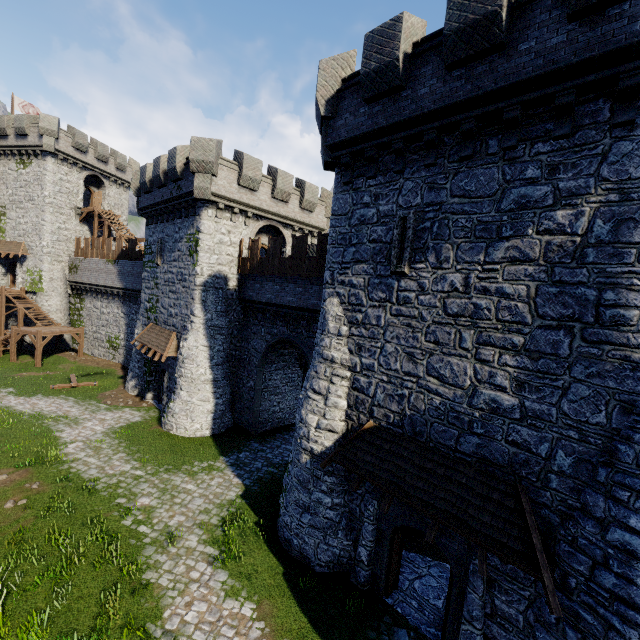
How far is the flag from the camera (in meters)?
34.91

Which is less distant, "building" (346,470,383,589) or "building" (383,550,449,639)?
"building" (383,550,449,639)

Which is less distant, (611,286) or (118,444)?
(611,286)

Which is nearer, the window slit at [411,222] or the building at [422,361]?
the building at [422,361]

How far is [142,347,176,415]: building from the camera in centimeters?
2120cm

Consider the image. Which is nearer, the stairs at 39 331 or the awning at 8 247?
the stairs at 39 331

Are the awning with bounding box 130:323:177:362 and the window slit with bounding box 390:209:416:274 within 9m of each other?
no

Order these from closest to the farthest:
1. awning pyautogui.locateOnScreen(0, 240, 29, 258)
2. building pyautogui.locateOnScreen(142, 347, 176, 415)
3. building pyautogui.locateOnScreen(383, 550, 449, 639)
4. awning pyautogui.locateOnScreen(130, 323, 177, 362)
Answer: building pyautogui.locateOnScreen(383, 550, 449, 639), awning pyautogui.locateOnScreen(130, 323, 177, 362), building pyautogui.locateOnScreen(142, 347, 176, 415), awning pyautogui.locateOnScreen(0, 240, 29, 258)
